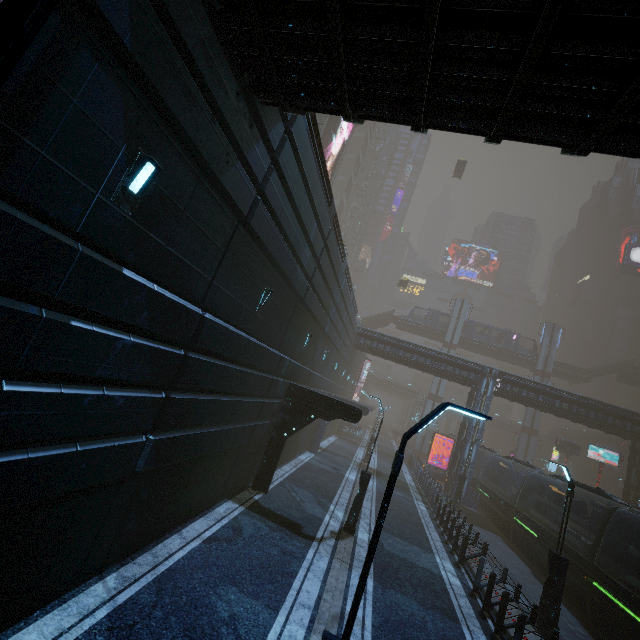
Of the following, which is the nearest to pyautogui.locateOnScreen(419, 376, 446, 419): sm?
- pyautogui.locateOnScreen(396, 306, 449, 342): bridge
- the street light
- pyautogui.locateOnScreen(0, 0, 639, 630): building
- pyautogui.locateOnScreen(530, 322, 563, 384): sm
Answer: pyautogui.locateOnScreen(396, 306, 449, 342): bridge

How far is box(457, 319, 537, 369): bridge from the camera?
52.1 meters

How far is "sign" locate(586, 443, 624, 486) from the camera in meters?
32.3

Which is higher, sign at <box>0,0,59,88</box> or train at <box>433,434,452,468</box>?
sign at <box>0,0,59,88</box>

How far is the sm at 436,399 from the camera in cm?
5119

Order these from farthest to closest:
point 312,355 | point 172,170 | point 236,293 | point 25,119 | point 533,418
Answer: point 533,418, point 312,355, point 236,293, point 172,170, point 25,119

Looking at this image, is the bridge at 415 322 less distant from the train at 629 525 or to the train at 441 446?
the train at 441 446

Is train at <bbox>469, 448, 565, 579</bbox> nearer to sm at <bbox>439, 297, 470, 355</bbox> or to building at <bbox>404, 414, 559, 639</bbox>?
building at <bbox>404, 414, 559, 639</bbox>
